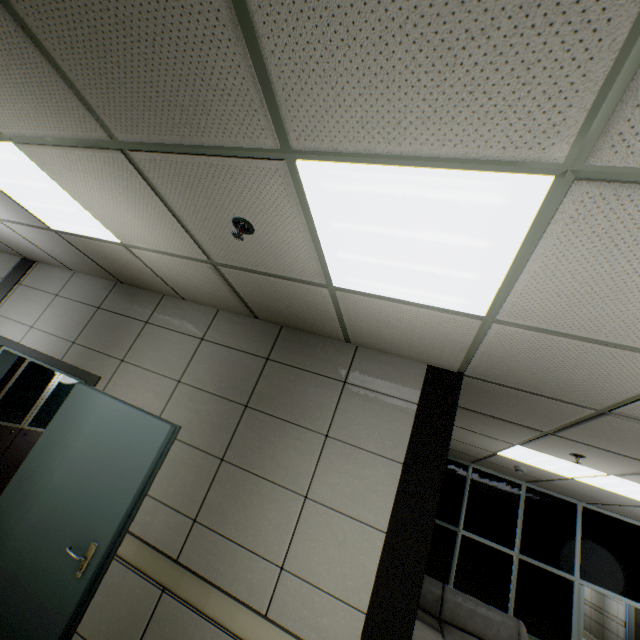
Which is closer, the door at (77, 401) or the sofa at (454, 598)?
the door at (77, 401)

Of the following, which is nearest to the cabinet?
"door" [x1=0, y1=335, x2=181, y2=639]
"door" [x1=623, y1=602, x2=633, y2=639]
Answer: "door" [x1=0, y1=335, x2=181, y2=639]

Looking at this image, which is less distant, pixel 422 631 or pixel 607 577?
Result: pixel 422 631

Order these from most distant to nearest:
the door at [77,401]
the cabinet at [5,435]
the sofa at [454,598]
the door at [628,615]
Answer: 1. the door at [628,615]
2. the sofa at [454,598]
3. the cabinet at [5,435]
4. the door at [77,401]

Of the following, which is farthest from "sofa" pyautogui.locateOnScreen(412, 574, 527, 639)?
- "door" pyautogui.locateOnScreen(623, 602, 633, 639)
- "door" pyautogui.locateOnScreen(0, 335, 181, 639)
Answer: "door" pyautogui.locateOnScreen(623, 602, 633, 639)

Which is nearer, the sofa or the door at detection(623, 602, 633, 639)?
the sofa

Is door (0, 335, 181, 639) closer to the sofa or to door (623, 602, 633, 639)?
the sofa

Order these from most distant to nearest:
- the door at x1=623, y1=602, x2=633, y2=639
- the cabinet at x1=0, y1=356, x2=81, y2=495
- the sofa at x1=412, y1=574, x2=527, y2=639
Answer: the door at x1=623, y1=602, x2=633, y2=639 < the sofa at x1=412, y1=574, x2=527, y2=639 < the cabinet at x1=0, y1=356, x2=81, y2=495
